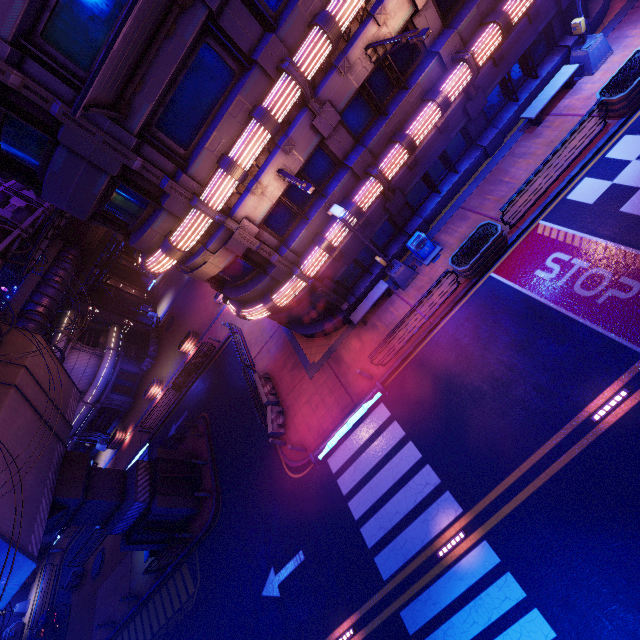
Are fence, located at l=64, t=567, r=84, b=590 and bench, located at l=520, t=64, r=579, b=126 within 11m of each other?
no

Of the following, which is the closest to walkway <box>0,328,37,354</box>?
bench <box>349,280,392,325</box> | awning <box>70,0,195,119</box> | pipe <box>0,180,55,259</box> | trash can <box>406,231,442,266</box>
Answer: pipe <box>0,180,55,259</box>

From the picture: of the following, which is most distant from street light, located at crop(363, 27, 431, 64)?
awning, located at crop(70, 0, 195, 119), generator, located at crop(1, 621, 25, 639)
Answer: generator, located at crop(1, 621, 25, 639)

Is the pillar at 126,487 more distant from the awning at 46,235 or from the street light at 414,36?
the street light at 414,36

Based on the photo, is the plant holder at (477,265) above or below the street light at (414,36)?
below

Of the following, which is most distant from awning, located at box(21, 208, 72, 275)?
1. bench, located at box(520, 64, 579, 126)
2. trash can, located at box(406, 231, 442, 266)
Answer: bench, located at box(520, 64, 579, 126)

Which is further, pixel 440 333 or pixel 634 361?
pixel 440 333

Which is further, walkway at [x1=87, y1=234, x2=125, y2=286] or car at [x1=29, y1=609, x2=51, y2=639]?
walkway at [x1=87, y1=234, x2=125, y2=286]
